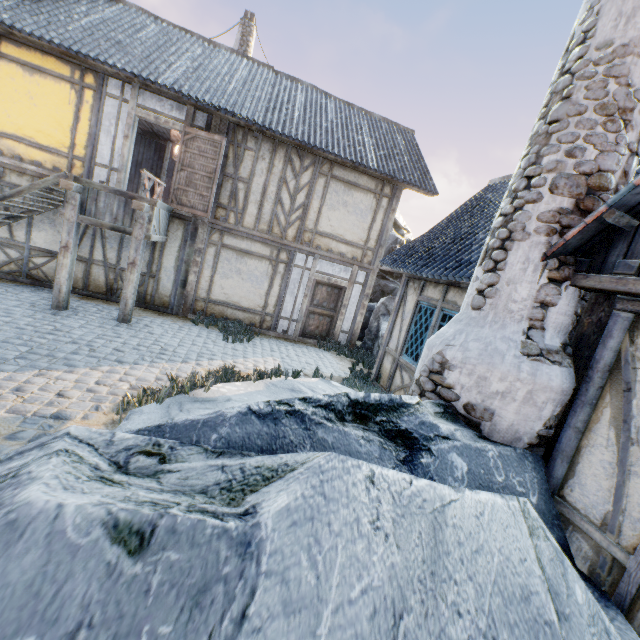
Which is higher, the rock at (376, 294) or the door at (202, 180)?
the door at (202, 180)

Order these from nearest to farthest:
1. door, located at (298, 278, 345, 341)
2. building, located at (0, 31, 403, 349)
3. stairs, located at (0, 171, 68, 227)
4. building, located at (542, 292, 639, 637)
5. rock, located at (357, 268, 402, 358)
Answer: building, located at (542, 292, 639, 637), stairs, located at (0, 171, 68, 227), building, located at (0, 31, 403, 349), door, located at (298, 278, 345, 341), rock, located at (357, 268, 402, 358)

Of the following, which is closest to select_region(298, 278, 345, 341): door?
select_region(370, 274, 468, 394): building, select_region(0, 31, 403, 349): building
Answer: select_region(0, 31, 403, 349): building

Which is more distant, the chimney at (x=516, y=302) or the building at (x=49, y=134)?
the building at (x=49, y=134)

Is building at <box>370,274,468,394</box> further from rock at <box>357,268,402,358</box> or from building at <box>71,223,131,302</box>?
building at <box>71,223,131,302</box>

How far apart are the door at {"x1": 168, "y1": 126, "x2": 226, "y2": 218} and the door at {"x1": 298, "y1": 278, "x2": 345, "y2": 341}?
3.6m

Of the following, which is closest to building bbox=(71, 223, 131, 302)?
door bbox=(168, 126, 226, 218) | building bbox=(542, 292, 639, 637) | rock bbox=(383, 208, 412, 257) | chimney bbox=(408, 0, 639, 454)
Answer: door bbox=(168, 126, 226, 218)

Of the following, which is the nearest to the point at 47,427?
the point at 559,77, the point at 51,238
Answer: the point at 559,77
